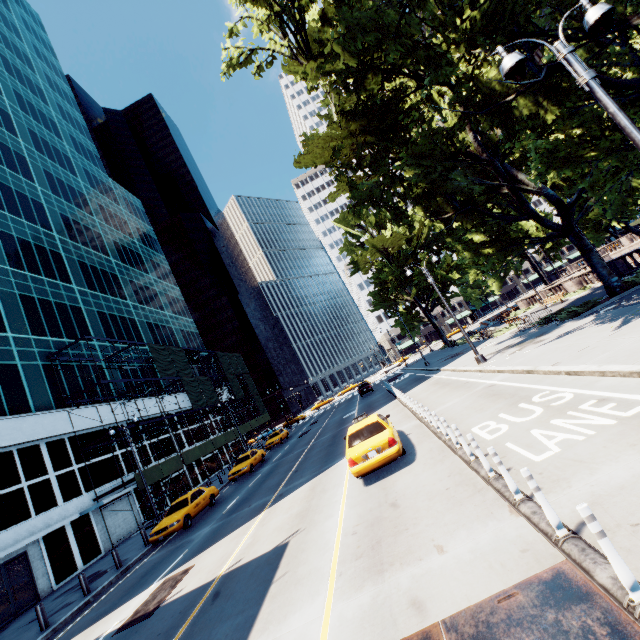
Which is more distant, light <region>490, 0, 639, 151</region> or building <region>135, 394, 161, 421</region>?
building <region>135, 394, 161, 421</region>

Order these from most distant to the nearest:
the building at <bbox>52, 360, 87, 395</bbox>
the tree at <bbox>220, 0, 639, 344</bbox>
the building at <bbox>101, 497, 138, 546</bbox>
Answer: the building at <bbox>52, 360, 87, 395</bbox> → the building at <bbox>101, 497, 138, 546</bbox> → the tree at <bbox>220, 0, 639, 344</bbox>

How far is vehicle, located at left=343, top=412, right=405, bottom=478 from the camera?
9.7m

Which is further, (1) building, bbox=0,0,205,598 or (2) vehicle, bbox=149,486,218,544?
(1) building, bbox=0,0,205,598

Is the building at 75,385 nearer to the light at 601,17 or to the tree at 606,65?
the tree at 606,65

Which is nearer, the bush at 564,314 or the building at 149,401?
the bush at 564,314

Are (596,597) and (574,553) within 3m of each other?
yes

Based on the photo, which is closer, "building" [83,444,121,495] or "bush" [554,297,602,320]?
"bush" [554,297,602,320]
